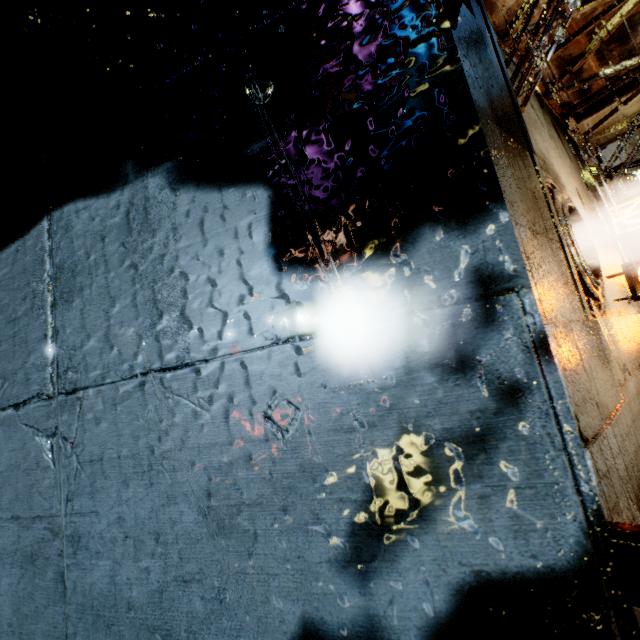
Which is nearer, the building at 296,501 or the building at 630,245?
the building at 296,501

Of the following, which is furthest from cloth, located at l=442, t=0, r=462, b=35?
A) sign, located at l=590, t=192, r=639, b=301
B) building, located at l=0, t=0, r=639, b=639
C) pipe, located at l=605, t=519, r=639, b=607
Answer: sign, located at l=590, t=192, r=639, b=301

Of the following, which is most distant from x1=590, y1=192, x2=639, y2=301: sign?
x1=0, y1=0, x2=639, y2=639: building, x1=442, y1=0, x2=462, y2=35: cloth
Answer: x1=442, y1=0, x2=462, y2=35: cloth

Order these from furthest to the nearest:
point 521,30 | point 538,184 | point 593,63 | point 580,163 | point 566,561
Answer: point 580,163 < point 593,63 < point 521,30 < point 538,184 < point 566,561

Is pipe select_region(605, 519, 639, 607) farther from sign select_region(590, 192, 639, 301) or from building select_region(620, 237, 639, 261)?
sign select_region(590, 192, 639, 301)

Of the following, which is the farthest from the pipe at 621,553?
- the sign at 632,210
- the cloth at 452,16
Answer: the sign at 632,210

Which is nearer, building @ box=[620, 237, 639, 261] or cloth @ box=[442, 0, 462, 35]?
cloth @ box=[442, 0, 462, 35]
